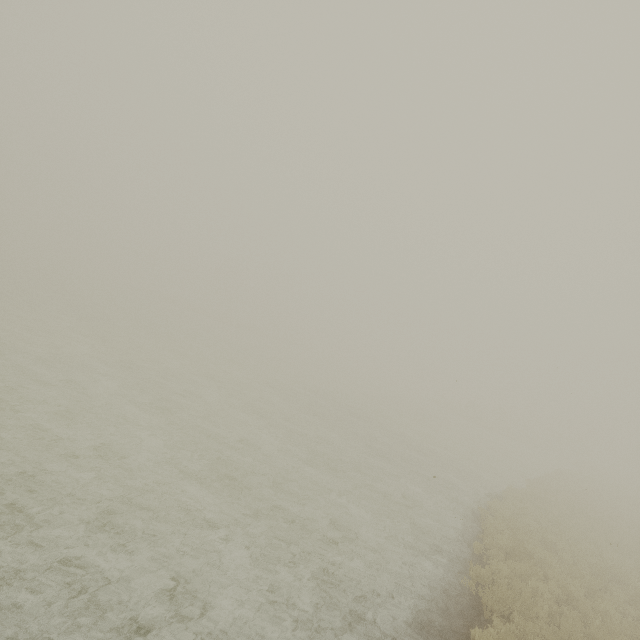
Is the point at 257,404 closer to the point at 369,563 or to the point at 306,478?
the point at 306,478
